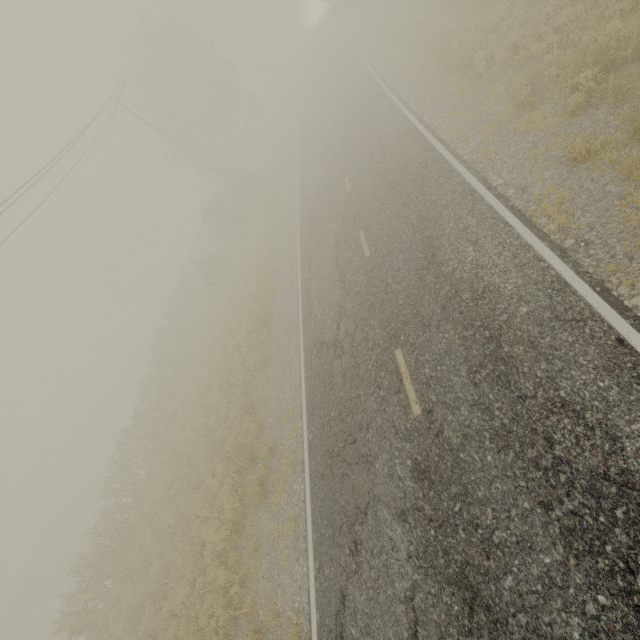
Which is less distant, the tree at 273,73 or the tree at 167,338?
the tree at 167,338

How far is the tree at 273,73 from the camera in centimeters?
5307cm

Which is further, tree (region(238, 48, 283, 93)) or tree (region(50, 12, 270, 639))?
tree (region(238, 48, 283, 93))

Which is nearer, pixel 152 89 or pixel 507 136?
pixel 507 136

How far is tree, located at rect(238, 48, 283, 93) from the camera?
53.1 meters
